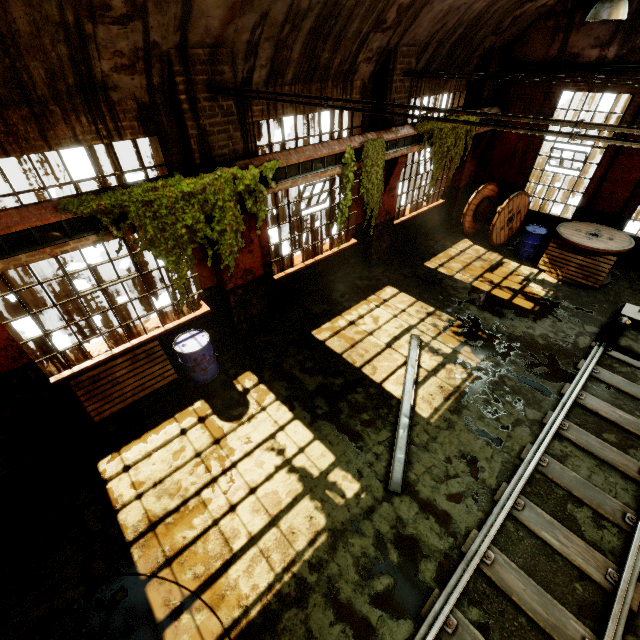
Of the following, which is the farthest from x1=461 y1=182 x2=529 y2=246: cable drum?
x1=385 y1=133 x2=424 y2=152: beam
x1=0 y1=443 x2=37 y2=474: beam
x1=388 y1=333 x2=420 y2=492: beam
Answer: x1=0 y1=443 x2=37 y2=474: beam

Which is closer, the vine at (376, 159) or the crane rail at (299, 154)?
the crane rail at (299, 154)

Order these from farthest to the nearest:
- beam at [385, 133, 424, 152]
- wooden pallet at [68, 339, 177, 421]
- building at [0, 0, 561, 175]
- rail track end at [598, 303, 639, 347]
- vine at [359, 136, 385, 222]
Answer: beam at [385, 133, 424, 152] → vine at [359, 136, 385, 222] → rail track end at [598, 303, 639, 347] → wooden pallet at [68, 339, 177, 421] → building at [0, 0, 561, 175]

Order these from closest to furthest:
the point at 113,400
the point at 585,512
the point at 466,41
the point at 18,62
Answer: the point at 18,62, the point at 585,512, the point at 113,400, the point at 466,41

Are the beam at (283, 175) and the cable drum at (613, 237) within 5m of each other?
no

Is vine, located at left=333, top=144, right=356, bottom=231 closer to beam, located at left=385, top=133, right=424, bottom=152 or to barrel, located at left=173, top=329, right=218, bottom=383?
beam, located at left=385, top=133, right=424, bottom=152

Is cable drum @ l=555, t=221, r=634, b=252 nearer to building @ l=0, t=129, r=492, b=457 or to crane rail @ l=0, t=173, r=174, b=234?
building @ l=0, t=129, r=492, b=457

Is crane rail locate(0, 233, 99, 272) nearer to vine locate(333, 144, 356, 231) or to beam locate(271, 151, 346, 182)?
beam locate(271, 151, 346, 182)
